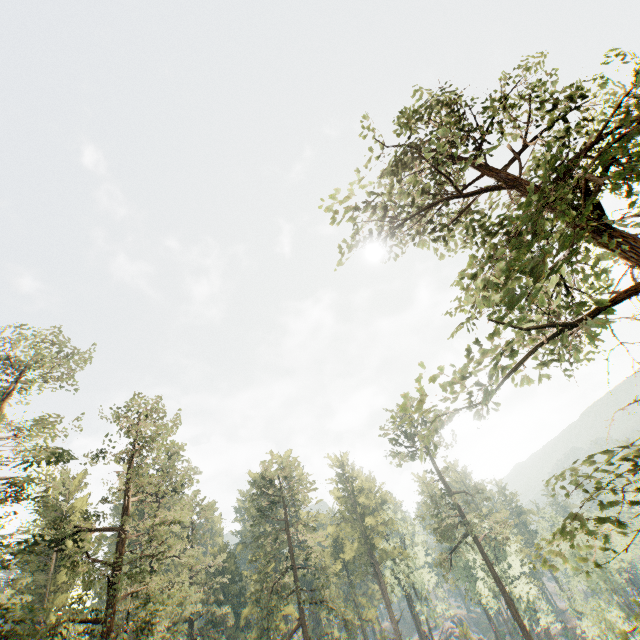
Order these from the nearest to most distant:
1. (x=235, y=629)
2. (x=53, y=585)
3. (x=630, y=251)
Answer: (x=630, y=251), (x=53, y=585), (x=235, y=629)

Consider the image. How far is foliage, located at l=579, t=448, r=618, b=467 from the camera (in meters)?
4.75

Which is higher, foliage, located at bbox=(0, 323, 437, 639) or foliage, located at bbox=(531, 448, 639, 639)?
foliage, located at bbox=(0, 323, 437, 639)

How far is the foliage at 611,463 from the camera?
4.7 meters

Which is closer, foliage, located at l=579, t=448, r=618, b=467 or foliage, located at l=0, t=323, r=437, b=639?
foliage, located at l=579, t=448, r=618, b=467

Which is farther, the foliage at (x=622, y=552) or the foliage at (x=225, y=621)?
the foliage at (x=225, y=621)
